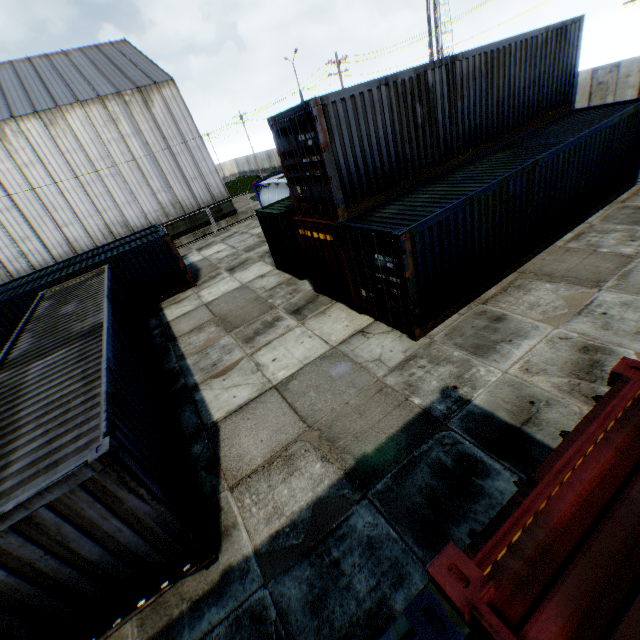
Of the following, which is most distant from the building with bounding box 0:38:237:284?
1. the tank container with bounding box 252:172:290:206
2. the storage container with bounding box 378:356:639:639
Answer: the storage container with bounding box 378:356:639:639

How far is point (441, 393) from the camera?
6.9 meters

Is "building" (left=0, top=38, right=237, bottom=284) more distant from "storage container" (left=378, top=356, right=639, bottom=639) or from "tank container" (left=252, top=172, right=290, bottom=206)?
"storage container" (left=378, top=356, right=639, bottom=639)

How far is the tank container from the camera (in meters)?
20.61

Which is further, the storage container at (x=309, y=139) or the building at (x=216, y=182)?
the building at (x=216, y=182)

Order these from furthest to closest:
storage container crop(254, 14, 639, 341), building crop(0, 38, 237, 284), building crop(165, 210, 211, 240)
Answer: building crop(165, 210, 211, 240) < building crop(0, 38, 237, 284) < storage container crop(254, 14, 639, 341)

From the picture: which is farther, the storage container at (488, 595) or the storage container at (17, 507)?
the storage container at (17, 507)

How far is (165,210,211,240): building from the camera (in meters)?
27.50
